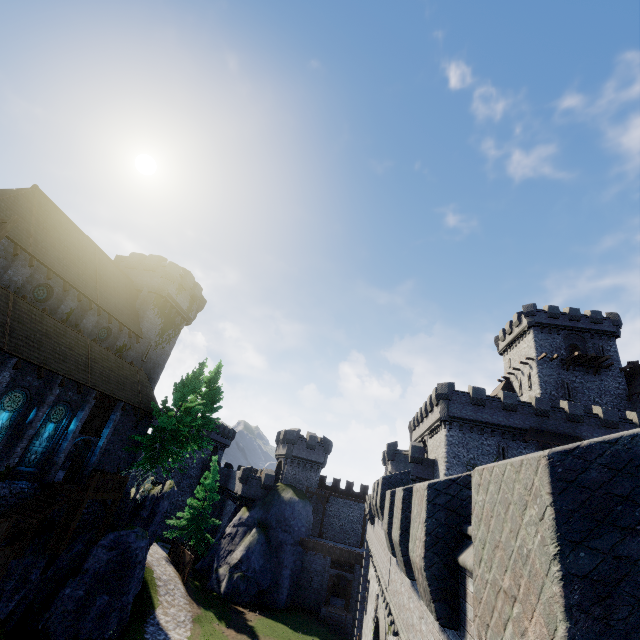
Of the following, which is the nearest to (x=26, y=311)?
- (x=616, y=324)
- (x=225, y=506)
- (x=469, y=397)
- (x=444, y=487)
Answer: (x=444, y=487)

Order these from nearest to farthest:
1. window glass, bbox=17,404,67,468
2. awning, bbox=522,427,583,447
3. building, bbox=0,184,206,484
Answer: building, bbox=0,184,206,484
window glass, bbox=17,404,67,468
awning, bbox=522,427,583,447

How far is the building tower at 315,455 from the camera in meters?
42.6 m

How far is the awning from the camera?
30.16m

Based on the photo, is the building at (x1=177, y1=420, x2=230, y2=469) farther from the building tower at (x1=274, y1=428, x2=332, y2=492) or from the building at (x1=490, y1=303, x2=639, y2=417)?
the building at (x1=490, y1=303, x2=639, y2=417)

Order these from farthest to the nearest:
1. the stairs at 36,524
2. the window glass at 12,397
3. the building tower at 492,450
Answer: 1. the building tower at 492,450
2. the window glass at 12,397
3. the stairs at 36,524

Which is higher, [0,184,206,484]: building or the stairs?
[0,184,206,484]: building

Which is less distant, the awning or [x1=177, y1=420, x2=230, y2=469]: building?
the awning
